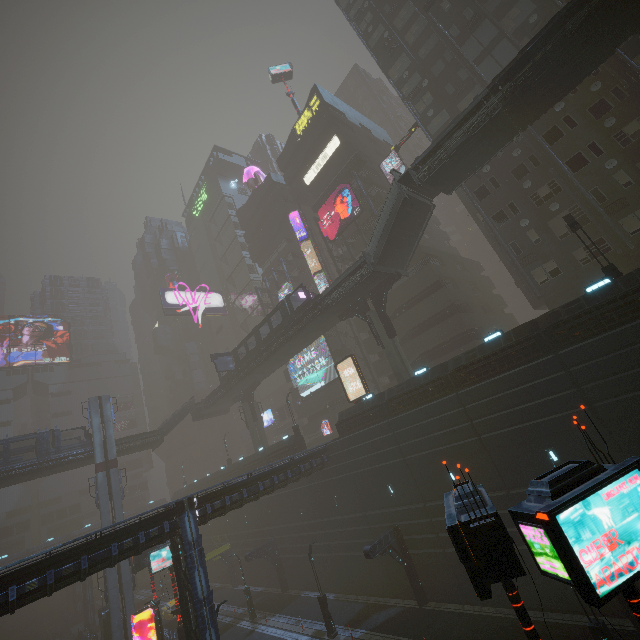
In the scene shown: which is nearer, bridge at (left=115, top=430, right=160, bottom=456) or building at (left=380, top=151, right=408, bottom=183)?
bridge at (left=115, top=430, right=160, bottom=456)

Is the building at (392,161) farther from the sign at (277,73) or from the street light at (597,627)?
the sign at (277,73)

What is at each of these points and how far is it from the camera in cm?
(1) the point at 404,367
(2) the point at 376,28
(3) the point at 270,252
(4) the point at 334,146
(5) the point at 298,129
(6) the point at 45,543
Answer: (1) sm, 2803
(2) building, 3662
(3) building, 5544
(4) sign, 4228
(5) sign, 4803
(6) building, 5962

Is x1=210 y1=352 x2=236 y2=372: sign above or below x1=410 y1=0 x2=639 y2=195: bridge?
below

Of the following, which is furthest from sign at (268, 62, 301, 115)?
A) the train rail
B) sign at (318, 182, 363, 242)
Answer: the train rail

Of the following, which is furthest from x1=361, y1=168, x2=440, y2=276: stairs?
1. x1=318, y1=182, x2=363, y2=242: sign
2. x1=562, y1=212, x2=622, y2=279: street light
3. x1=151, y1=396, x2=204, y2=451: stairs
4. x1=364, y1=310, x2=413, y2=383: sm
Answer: x1=151, y1=396, x2=204, y2=451: stairs

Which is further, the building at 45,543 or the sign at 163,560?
the building at 45,543

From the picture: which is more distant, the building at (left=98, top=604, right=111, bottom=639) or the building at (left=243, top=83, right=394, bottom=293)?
the building at (left=243, top=83, right=394, bottom=293)
